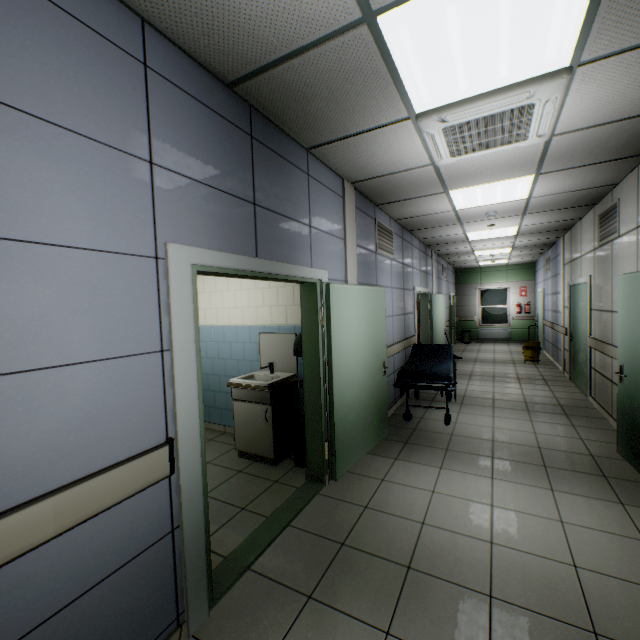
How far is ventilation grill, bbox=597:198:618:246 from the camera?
4.3 meters

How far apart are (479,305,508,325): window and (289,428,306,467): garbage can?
12.56m

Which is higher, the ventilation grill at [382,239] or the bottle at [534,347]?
the ventilation grill at [382,239]

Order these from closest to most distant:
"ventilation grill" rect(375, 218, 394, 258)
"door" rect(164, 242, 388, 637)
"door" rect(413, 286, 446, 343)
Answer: "door" rect(164, 242, 388, 637), "ventilation grill" rect(375, 218, 394, 258), "door" rect(413, 286, 446, 343)

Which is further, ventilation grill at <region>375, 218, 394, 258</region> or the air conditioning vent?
ventilation grill at <region>375, 218, 394, 258</region>

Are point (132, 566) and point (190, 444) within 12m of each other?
yes

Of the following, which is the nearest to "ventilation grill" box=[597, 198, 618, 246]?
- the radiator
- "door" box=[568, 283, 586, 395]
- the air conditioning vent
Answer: "door" box=[568, 283, 586, 395]

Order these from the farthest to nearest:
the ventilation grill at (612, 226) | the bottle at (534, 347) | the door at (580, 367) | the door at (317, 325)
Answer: the bottle at (534, 347) < the door at (580, 367) < the ventilation grill at (612, 226) < the door at (317, 325)
